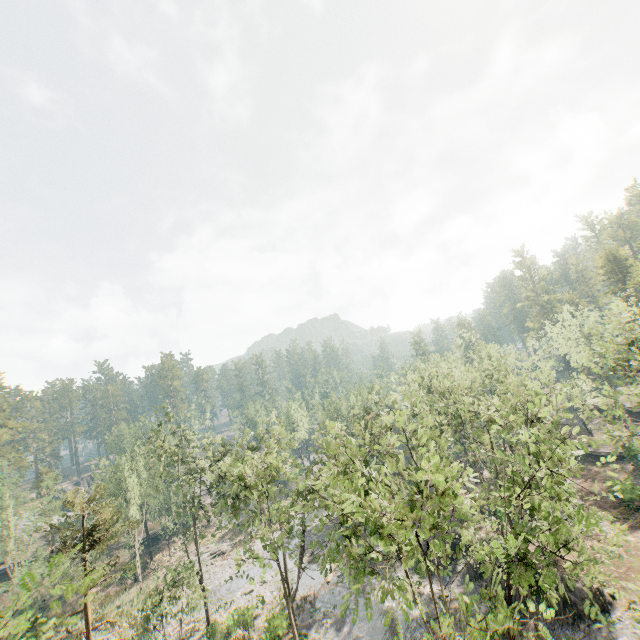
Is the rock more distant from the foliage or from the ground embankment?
the ground embankment

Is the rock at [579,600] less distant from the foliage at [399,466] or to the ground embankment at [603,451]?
the foliage at [399,466]

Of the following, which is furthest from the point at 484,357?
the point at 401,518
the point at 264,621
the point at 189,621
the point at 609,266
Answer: the point at 189,621

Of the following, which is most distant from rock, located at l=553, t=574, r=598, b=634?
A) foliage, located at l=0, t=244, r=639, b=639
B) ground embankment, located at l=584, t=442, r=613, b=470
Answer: ground embankment, located at l=584, t=442, r=613, b=470

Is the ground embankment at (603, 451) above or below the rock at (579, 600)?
above

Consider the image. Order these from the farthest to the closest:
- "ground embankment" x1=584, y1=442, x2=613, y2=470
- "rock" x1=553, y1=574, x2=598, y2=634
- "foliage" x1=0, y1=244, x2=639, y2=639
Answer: "ground embankment" x1=584, y1=442, x2=613, y2=470 < "rock" x1=553, y1=574, x2=598, y2=634 < "foliage" x1=0, y1=244, x2=639, y2=639

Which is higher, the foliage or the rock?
the foliage

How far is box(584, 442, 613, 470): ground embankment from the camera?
42.9 meters
